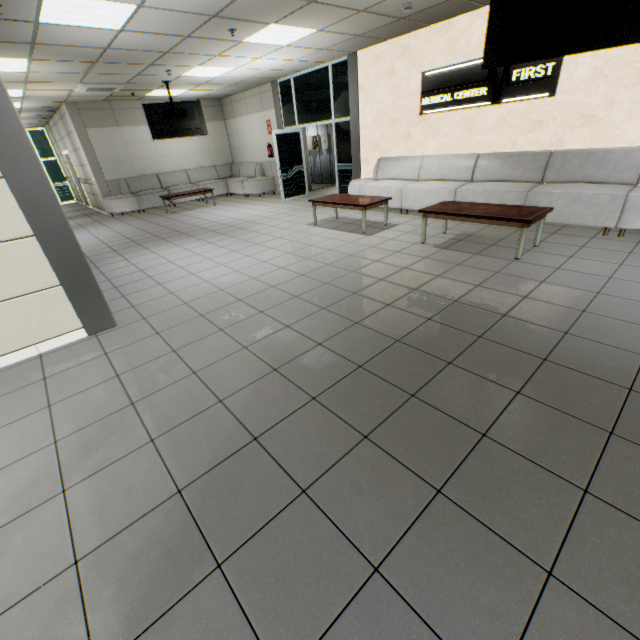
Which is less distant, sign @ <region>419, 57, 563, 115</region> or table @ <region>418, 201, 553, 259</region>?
table @ <region>418, 201, 553, 259</region>

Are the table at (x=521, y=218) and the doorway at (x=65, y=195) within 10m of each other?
no

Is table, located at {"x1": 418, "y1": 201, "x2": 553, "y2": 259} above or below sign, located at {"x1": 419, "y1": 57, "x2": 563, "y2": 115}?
below

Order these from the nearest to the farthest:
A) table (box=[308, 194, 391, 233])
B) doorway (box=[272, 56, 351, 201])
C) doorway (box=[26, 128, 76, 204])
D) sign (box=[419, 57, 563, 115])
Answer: sign (box=[419, 57, 563, 115])
table (box=[308, 194, 391, 233])
doorway (box=[272, 56, 351, 201])
doorway (box=[26, 128, 76, 204])

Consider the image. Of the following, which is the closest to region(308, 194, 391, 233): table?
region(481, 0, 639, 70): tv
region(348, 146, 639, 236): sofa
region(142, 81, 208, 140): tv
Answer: region(348, 146, 639, 236): sofa

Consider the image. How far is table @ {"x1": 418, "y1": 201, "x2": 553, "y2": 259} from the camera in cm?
410

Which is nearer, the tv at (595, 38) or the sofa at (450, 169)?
the tv at (595, 38)

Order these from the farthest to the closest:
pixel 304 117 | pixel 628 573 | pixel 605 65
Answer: pixel 304 117 < pixel 605 65 < pixel 628 573
